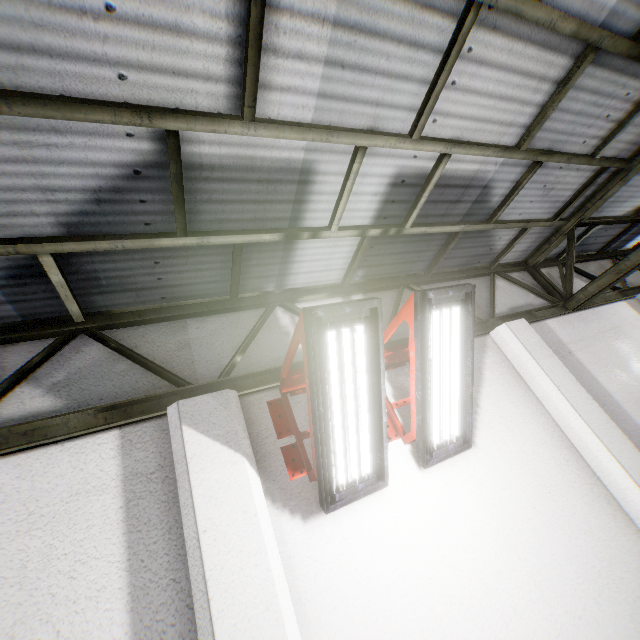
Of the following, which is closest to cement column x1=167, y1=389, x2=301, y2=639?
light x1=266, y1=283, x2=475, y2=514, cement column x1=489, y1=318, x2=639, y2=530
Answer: light x1=266, y1=283, x2=475, y2=514

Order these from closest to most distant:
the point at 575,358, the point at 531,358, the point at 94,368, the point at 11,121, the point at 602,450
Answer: the point at 11,121, the point at 94,368, the point at 602,450, the point at 531,358, the point at 575,358

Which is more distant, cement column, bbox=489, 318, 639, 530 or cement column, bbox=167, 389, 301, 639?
cement column, bbox=489, 318, 639, 530

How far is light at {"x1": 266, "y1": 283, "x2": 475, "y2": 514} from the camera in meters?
2.3 m

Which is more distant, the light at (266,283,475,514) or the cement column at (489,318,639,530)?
the cement column at (489,318,639,530)

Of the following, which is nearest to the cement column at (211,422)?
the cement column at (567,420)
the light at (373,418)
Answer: the light at (373,418)
